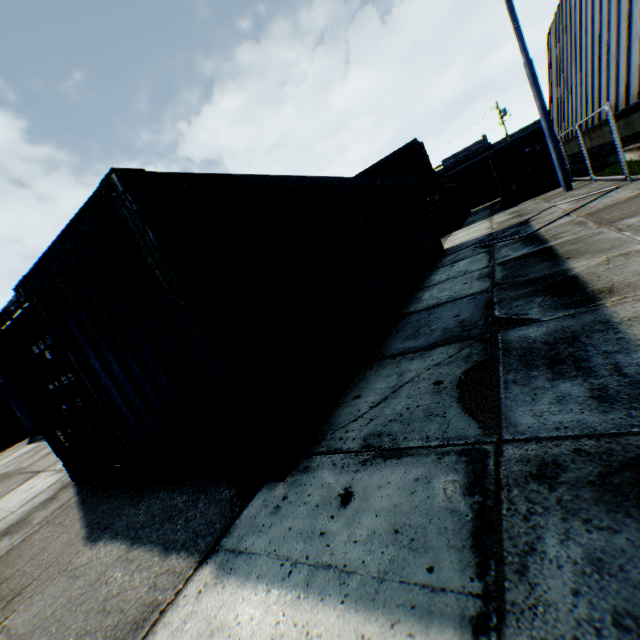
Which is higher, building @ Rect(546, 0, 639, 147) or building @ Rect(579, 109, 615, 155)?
building @ Rect(546, 0, 639, 147)

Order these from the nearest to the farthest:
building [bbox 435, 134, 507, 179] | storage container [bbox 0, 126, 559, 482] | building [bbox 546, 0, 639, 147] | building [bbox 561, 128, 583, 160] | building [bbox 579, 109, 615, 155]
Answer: storage container [bbox 0, 126, 559, 482]
building [bbox 546, 0, 639, 147]
building [bbox 579, 109, 615, 155]
building [bbox 561, 128, 583, 160]
building [bbox 435, 134, 507, 179]

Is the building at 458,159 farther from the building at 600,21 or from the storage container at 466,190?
the storage container at 466,190

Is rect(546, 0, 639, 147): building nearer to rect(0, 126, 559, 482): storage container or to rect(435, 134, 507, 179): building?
rect(0, 126, 559, 482): storage container

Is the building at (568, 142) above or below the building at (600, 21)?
below

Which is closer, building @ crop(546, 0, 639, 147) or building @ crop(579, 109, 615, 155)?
building @ crop(546, 0, 639, 147)

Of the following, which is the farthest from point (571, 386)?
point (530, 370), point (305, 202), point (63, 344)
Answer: point (63, 344)
